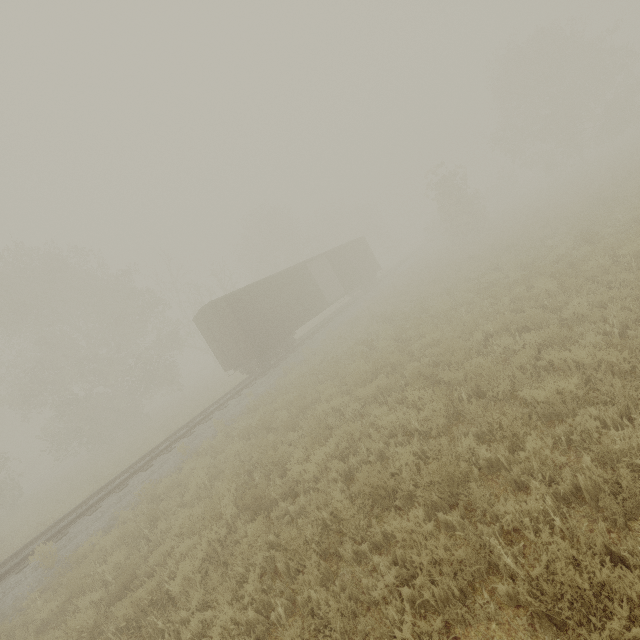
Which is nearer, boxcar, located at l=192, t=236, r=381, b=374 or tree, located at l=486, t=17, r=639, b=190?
boxcar, located at l=192, t=236, r=381, b=374

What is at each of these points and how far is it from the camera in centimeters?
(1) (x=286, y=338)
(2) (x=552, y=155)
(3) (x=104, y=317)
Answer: (1) boxcar, 1977cm
(2) tree, 3203cm
(3) tree, 2861cm

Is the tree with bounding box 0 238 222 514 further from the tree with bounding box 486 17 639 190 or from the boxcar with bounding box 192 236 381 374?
the tree with bounding box 486 17 639 190

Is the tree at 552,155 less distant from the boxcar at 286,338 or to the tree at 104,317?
the boxcar at 286,338

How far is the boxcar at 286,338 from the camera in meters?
17.3

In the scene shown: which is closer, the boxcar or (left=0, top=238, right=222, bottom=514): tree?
the boxcar
